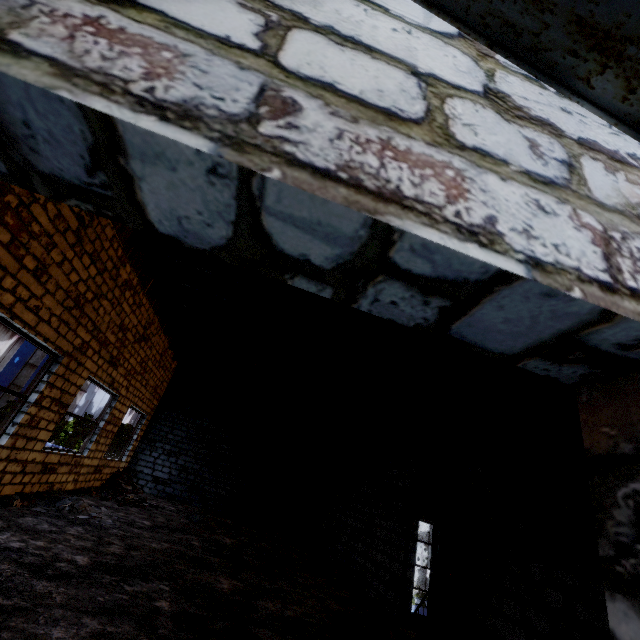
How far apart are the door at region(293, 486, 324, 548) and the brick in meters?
6.5 m

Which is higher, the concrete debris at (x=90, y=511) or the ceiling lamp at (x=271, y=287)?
the ceiling lamp at (x=271, y=287)

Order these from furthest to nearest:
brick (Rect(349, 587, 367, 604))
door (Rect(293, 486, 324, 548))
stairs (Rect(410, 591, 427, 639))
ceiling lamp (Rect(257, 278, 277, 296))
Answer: door (Rect(293, 486, 324, 548)), ceiling lamp (Rect(257, 278, 277, 296)), brick (Rect(349, 587, 367, 604)), stairs (Rect(410, 591, 427, 639))

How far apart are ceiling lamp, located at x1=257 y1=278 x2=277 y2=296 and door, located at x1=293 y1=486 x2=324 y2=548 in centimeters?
1027cm

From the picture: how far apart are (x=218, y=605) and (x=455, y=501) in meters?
4.4 m

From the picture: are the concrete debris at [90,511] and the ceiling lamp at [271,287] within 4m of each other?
no

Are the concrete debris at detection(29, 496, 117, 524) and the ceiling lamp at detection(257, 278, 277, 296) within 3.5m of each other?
no

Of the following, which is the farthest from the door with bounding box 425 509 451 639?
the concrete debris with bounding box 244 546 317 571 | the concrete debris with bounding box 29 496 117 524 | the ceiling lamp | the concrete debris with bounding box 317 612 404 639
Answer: the concrete debris with bounding box 29 496 117 524
